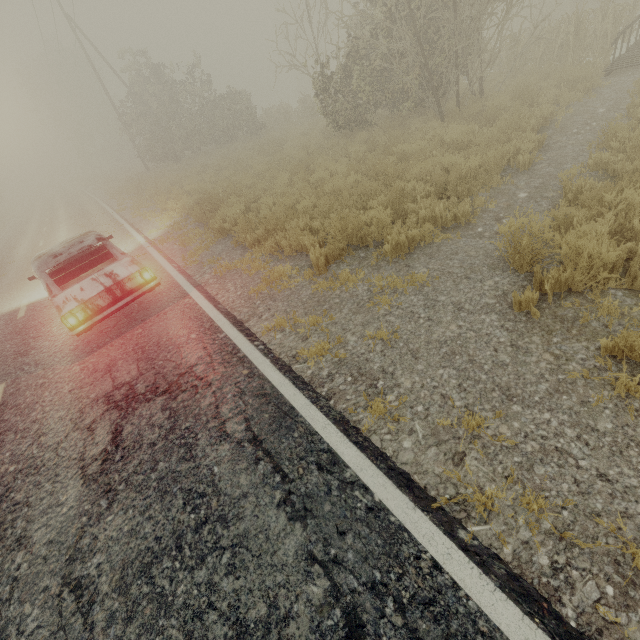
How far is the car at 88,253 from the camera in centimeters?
545cm

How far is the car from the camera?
5.5m

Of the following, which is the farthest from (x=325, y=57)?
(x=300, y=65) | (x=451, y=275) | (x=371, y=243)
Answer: (x=300, y=65)
